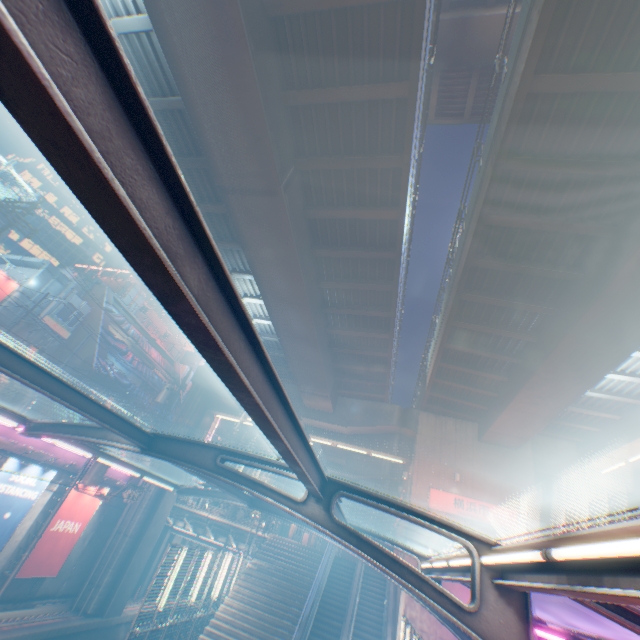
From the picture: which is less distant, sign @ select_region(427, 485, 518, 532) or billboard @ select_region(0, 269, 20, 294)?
sign @ select_region(427, 485, 518, 532)

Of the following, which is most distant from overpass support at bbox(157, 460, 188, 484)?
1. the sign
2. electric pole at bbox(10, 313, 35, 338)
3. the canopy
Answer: electric pole at bbox(10, 313, 35, 338)

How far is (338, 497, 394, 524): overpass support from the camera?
49.43m

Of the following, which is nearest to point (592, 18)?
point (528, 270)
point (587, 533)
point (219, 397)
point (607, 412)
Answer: point (528, 270)

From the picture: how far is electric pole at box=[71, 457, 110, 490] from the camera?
16.09m

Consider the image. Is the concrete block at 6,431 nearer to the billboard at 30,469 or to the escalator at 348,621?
the billboard at 30,469

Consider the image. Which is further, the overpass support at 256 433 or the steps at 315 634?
the overpass support at 256 433

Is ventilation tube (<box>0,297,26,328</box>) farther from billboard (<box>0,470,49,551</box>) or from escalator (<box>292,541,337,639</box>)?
escalator (<box>292,541,337,639</box>)
